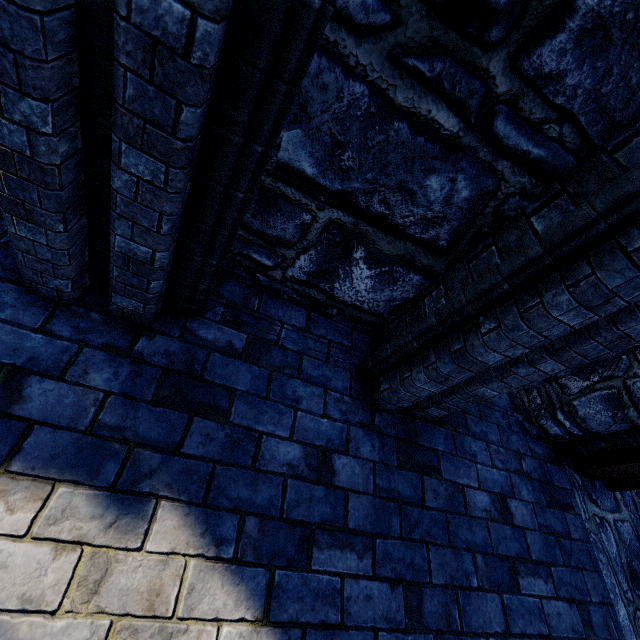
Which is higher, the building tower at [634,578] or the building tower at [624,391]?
the building tower at [624,391]

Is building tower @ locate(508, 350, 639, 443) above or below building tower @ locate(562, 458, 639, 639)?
above

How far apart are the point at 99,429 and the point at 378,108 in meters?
1.8
